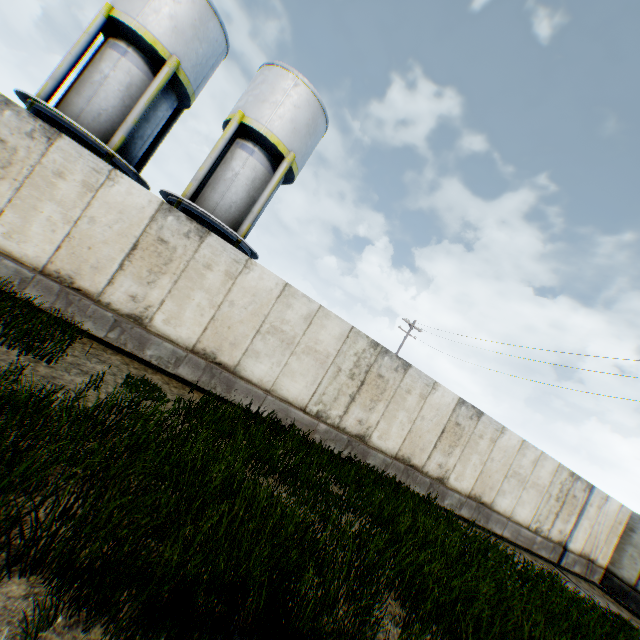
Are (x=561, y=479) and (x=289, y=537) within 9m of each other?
no

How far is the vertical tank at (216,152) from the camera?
13.9m

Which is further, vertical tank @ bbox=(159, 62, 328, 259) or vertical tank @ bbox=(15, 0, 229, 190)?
vertical tank @ bbox=(159, 62, 328, 259)

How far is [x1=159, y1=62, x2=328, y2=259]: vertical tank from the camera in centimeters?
1386cm

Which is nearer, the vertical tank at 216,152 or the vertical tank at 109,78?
the vertical tank at 109,78
